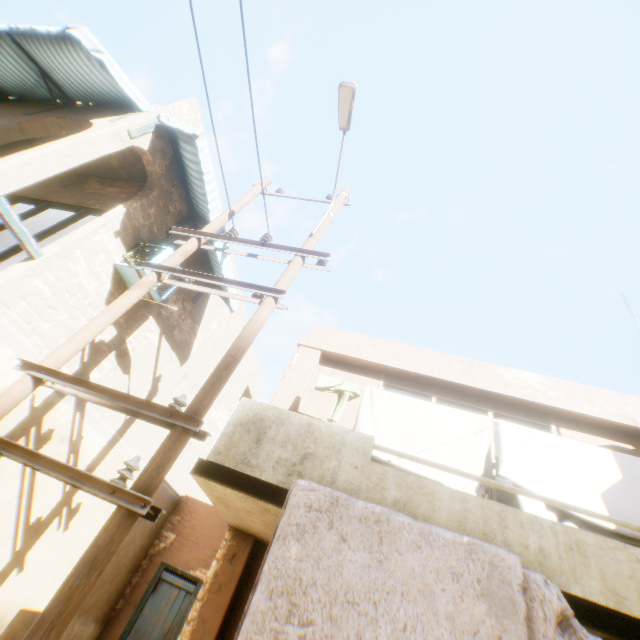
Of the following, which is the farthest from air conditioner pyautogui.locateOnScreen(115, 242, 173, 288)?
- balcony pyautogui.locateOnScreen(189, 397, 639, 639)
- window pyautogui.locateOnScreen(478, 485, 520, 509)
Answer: window pyautogui.locateOnScreen(478, 485, 520, 509)

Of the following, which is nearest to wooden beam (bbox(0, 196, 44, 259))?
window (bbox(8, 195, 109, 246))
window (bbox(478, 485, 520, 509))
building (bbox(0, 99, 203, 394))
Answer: building (bbox(0, 99, 203, 394))

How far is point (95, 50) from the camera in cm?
527

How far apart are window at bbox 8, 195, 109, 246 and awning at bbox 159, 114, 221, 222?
1.41m

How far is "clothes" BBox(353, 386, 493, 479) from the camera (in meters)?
4.72

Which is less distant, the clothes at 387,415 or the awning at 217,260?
the clothes at 387,415

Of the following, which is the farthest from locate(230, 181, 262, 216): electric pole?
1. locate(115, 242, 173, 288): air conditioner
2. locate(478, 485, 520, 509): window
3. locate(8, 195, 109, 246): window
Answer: locate(478, 485, 520, 509): window

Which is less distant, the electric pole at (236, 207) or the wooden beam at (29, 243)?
the wooden beam at (29, 243)
